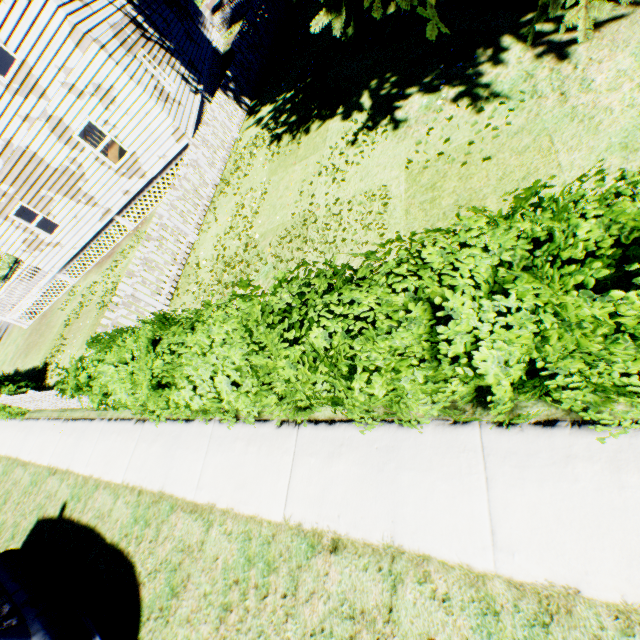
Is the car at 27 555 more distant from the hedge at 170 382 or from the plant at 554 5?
the plant at 554 5

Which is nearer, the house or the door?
the house

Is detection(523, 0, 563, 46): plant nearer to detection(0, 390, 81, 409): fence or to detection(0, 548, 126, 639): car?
detection(0, 390, 81, 409): fence

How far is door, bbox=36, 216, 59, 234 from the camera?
16.4 meters

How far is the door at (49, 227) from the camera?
16.39m

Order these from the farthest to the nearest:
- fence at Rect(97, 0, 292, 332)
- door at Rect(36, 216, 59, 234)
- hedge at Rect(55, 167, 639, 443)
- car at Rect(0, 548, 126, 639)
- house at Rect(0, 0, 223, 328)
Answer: door at Rect(36, 216, 59, 234) → house at Rect(0, 0, 223, 328) → fence at Rect(97, 0, 292, 332) → car at Rect(0, 548, 126, 639) → hedge at Rect(55, 167, 639, 443)

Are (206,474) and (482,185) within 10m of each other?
yes

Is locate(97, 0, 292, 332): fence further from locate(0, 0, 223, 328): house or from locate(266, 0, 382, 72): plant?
locate(0, 0, 223, 328): house
